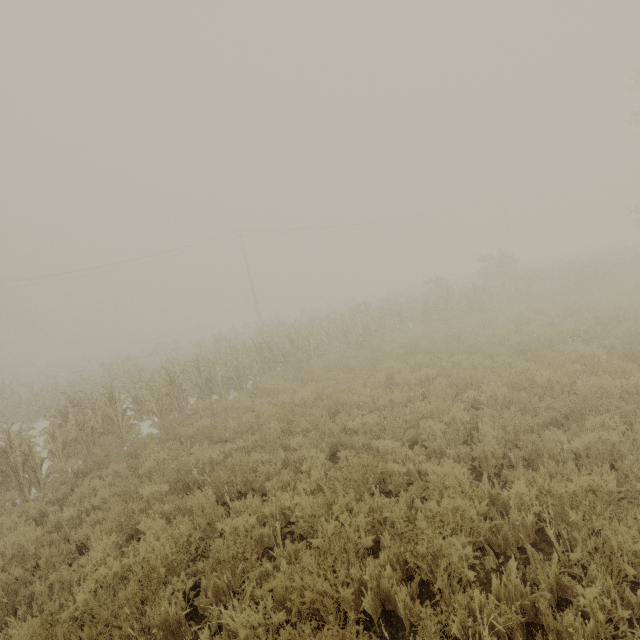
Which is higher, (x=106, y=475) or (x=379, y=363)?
(x=379, y=363)
